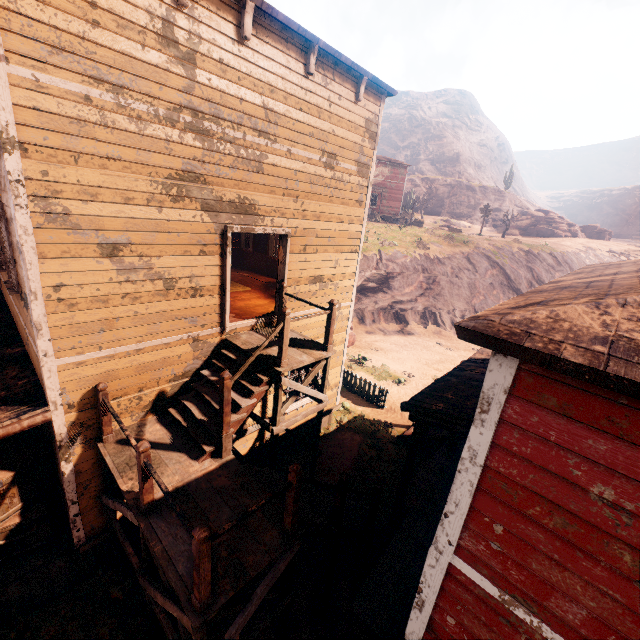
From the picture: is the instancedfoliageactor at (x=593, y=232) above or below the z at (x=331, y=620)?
above

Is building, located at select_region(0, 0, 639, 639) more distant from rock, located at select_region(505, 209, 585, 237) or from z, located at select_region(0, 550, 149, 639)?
rock, located at select_region(505, 209, 585, 237)

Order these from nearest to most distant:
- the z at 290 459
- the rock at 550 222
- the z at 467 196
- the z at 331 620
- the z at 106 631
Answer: the z at 106 631
the z at 331 620
the z at 290 459
the z at 467 196
the rock at 550 222

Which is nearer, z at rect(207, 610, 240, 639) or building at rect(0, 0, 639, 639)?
building at rect(0, 0, 639, 639)

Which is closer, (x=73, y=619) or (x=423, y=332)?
(x=73, y=619)

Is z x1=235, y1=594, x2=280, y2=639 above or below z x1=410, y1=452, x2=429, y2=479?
below

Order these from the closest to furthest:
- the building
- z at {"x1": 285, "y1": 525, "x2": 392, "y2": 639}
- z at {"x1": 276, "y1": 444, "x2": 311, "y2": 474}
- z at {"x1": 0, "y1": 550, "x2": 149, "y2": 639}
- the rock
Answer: the building, z at {"x1": 0, "y1": 550, "x2": 149, "y2": 639}, z at {"x1": 285, "y1": 525, "x2": 392, "y2": 639}, z at {"x1": 276, "y1": 444, "x2": 311, "y2": 474}, the rock
